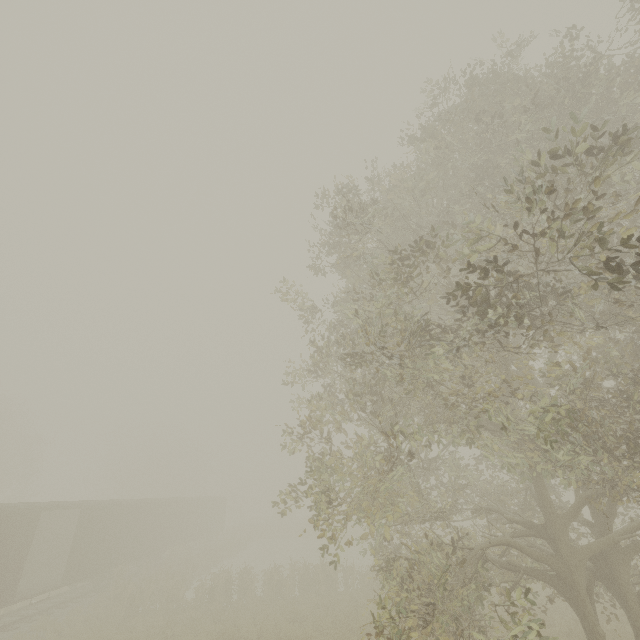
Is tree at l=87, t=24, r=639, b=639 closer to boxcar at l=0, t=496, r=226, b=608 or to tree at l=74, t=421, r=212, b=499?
boxcar at l=0, t=496, r=226, b=608

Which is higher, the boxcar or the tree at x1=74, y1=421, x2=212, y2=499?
the tree at x1=74, y1=421, x2=212, y2=499

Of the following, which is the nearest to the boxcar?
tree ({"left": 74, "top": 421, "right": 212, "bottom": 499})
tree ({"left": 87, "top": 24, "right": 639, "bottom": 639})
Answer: tree ({"left": 87, "top": 24, "right": 639, "bottom": 639})

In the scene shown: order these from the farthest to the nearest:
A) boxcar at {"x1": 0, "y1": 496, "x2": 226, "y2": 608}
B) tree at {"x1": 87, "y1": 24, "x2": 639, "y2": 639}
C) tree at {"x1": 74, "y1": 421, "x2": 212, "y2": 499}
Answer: tree at {"x1": 74, "y1": 421, "x2": 212, "y2": 499}, boxcar at {"x1": 0, "y1": 496, "x2": 226, "y2": 608}, tree at {"x1": 87, "y1": 24, "x2": 639, "y2": 639}

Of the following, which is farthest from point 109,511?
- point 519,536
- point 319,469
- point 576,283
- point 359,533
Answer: point 359,533

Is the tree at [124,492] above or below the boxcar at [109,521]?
above

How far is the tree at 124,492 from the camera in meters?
42.1

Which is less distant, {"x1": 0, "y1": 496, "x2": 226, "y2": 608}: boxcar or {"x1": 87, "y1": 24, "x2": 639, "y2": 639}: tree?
{"x1": 87, "y1": 24, "x2": 639, "y2": 639}: tree
